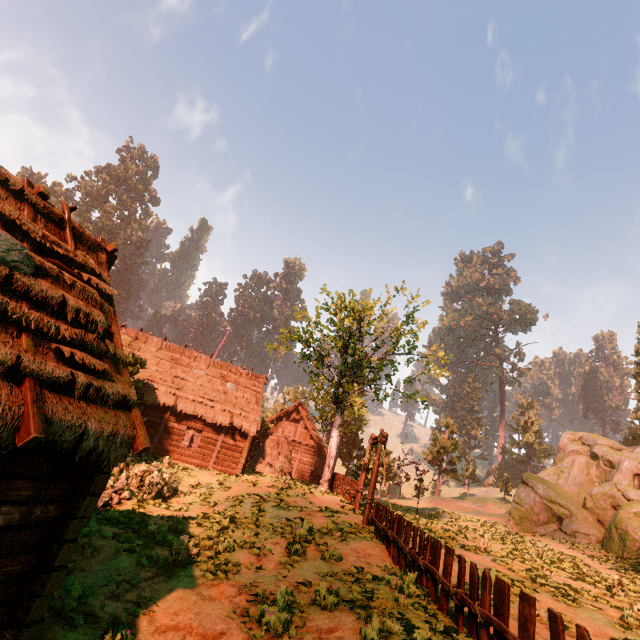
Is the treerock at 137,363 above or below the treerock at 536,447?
below

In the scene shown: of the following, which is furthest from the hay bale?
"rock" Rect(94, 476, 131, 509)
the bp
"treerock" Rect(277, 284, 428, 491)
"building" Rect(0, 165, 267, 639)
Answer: "rock" Rect(94, 476, 131, 509)

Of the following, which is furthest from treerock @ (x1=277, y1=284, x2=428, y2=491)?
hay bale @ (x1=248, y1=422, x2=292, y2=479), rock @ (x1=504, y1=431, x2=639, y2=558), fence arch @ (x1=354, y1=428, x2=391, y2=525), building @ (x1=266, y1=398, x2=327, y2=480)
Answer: fence arch @ (x1=354, y1=428, x2=391, y2=525)

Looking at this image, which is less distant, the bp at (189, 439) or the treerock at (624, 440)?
the bp at (189, 439)

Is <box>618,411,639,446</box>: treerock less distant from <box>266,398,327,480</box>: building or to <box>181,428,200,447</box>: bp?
<box>266,398,327,480</box>: building

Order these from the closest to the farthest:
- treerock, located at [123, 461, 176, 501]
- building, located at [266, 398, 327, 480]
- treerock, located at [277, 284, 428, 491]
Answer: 1. treerock, located at [123, 461, 176, 501]
2. treerock, located at [277, 284, 428, 491]
3. building, located at [266, 398, 327, 480]

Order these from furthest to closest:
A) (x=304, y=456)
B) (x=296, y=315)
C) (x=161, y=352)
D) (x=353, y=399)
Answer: (x=353, y=399) → (x=304, y=456) → (x=161, y=352) → (x=296, y=315)

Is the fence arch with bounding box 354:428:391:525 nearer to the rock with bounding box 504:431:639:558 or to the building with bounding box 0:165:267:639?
the building with bounding box 0:165:267:639
